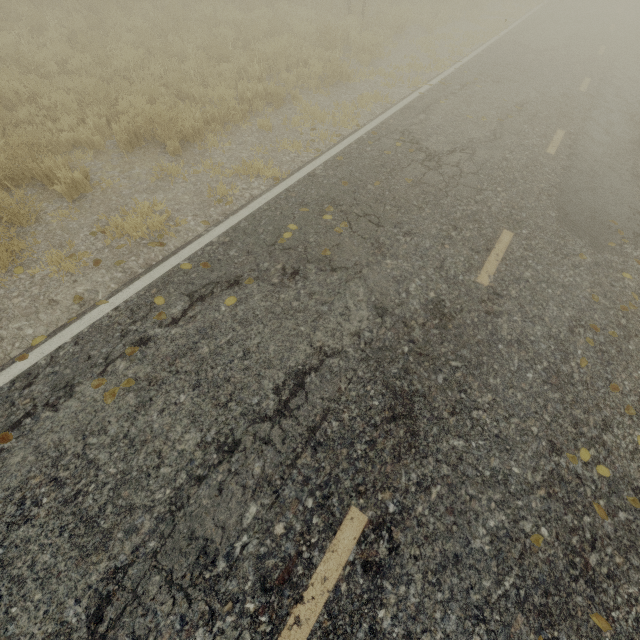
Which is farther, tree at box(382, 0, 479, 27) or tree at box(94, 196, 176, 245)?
tree at box(382, 0, 479, 27)

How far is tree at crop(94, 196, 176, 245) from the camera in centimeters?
466cm

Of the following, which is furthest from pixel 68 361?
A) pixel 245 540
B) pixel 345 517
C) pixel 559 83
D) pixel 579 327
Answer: pixel 559 83

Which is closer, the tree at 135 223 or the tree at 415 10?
the tree at 135 223

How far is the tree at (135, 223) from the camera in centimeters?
466cm
